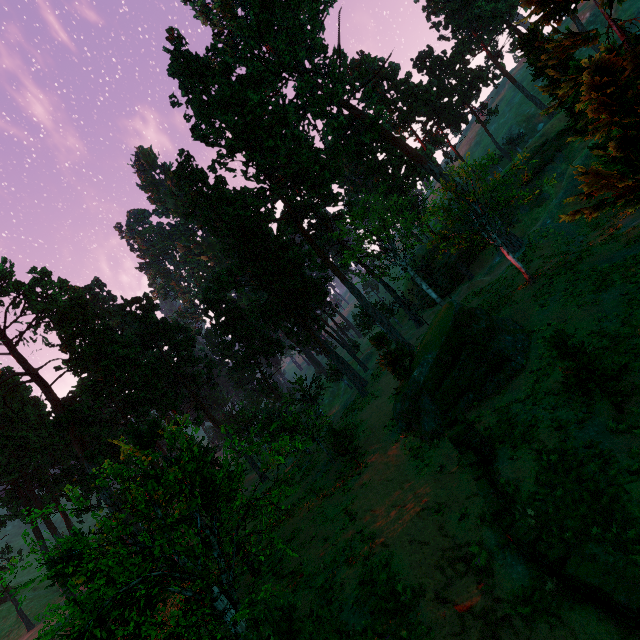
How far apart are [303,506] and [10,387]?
36.9 meters

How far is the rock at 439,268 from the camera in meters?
45.2

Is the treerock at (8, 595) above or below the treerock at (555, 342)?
above

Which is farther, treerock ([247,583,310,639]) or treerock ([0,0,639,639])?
treerock ([0,0,639,639])

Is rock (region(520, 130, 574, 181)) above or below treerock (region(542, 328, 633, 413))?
above

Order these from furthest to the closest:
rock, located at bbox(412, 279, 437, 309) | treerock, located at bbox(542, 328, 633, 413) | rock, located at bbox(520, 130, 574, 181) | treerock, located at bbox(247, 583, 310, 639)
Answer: rock, located at bbox(412, 279, 437, 309) → rock, located at bbox(520, 130, 574, 181) → treerock, located at bbox(542, 328, 633, 413) → treerock, located at bbox(247, 583, 310, 639)

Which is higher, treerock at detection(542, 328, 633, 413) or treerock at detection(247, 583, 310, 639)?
treerock at detection(247, 583, 310, 639)
